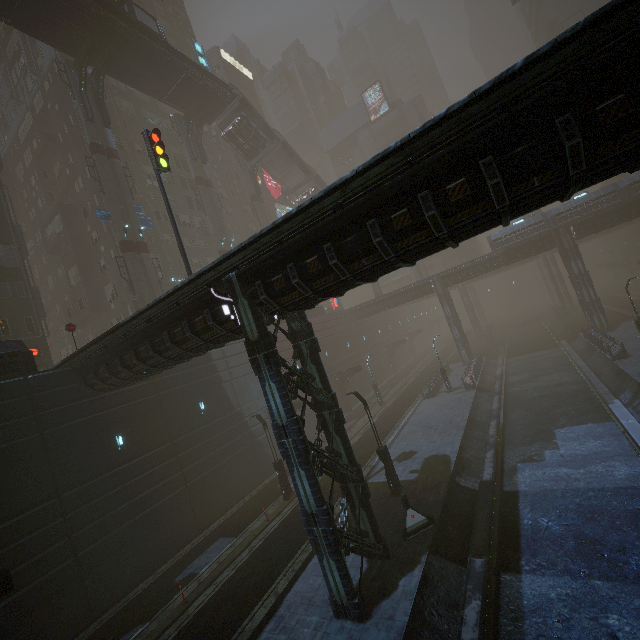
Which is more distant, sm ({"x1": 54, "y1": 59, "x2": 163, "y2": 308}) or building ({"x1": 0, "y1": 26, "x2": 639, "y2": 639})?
sm ({"x1": 54, "y1": 59, "x2": 163, "y2": 308})

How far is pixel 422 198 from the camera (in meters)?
7.24

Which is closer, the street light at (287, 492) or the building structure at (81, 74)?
the street light at (287, 492)

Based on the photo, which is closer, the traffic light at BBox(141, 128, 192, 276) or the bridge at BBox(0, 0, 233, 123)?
the traffic light at BBox(141, 128, 192, 276)

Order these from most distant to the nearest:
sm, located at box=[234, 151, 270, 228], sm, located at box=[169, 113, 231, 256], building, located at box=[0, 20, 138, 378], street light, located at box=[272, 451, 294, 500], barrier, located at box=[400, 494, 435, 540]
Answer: sm, located at box=[234, 151, 270, 228]
sm, located at box=[169, 113, 231, 256]
building, located at box=[0, 20, 138, 378]
street light, located at box=[272, 451, 294, 500]
barrier, located at box=[400, 494, 435, 540]

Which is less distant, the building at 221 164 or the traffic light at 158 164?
the traffic light at 158 164

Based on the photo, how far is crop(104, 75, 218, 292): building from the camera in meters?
37.5

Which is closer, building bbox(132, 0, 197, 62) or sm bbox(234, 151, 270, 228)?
sm bbox(234, 151, 270, 228)
